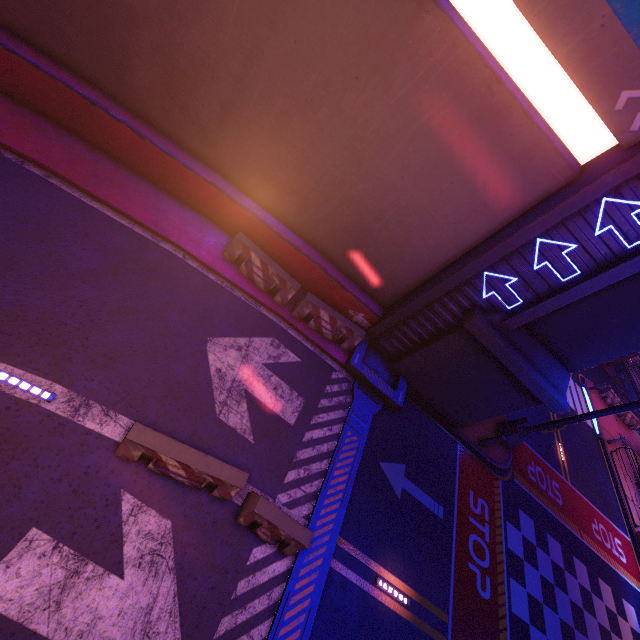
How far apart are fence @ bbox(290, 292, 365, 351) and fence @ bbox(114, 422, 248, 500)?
4.9 meters

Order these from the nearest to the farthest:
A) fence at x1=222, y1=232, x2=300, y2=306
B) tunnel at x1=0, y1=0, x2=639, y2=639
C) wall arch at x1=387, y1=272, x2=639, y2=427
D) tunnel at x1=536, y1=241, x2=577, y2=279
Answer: tunnel at x1=0, y1=0, x2=639, y2=639
tunnel at x1=536, y1=241, x2=577, y2=279
wall arch at x1=387, y1=272, x2=639, y2=427
fence at x1=222, y1=232, x2=300, y2=306

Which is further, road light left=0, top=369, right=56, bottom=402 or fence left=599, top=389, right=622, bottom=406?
fence left=599, top=389, right=622, bottom=406

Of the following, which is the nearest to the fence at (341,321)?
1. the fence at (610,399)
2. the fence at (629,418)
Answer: the fence at (610,399)

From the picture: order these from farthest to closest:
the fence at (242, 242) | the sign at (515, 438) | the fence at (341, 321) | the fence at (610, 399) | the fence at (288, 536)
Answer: the fence at (610, 399) < the sign at (515, 438) < the fence at (341, 321) < the fence at (242, 242) < the fence at (288, 536)

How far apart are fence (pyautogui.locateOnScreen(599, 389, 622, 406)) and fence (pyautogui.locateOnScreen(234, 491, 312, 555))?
30.28m

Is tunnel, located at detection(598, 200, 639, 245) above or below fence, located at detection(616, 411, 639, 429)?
above

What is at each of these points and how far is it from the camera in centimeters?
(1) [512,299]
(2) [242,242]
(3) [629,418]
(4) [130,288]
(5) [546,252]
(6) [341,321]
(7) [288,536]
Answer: (1) tunnel, 911cm
(2) fence, 958cm
(3) fence, 2648cm
(4) tunnel, 796cm
(5) tunnel, 807cm
(6) fence, 1048cm
(7) fence, 666cm
